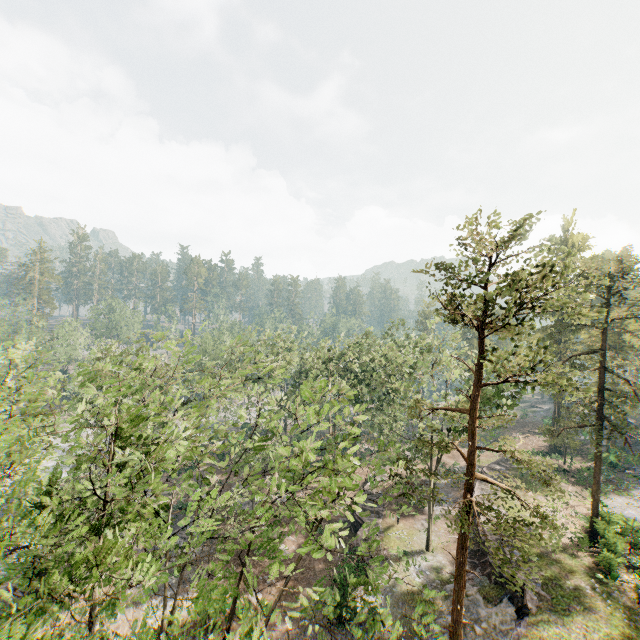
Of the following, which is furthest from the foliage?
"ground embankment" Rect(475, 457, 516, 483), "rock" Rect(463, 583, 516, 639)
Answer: "ground embankment" Rect(475, 457, 516, 483)

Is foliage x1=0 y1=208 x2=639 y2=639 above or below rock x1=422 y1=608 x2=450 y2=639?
above

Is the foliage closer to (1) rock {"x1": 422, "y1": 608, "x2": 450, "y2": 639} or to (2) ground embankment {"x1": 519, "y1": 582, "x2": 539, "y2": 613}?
(1) rock {"x1": 422, "y1": 608, "x2": 450, "y2": 639}

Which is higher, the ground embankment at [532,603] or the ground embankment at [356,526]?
the ground embankment at [532,603]

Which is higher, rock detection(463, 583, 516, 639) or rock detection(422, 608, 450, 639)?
rock detection(463, 583, 516, 639)

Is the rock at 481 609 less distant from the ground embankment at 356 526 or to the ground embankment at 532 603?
the ground embankment at 532 603

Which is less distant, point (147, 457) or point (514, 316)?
point (147, 457)

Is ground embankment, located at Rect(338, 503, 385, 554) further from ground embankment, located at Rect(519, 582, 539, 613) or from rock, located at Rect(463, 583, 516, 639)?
ground embankment, located at Rect(519, 582, 539, 613)
